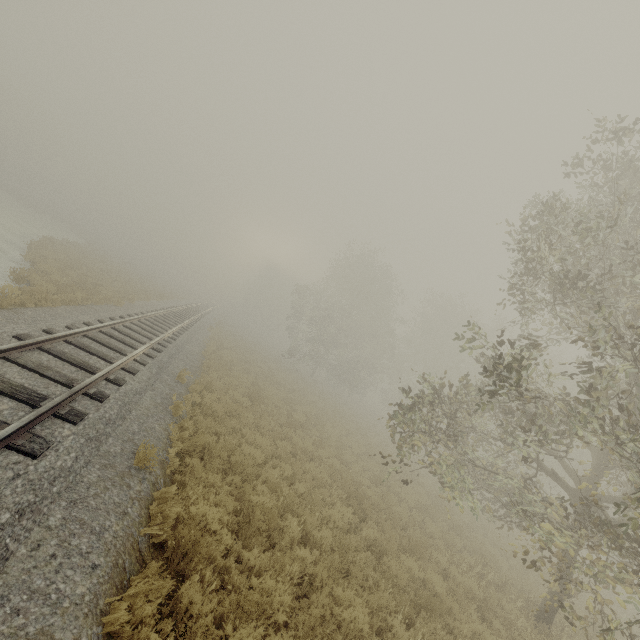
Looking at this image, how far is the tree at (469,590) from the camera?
8.73m

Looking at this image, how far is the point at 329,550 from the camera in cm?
709

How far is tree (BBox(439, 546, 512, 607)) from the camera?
8.73m
